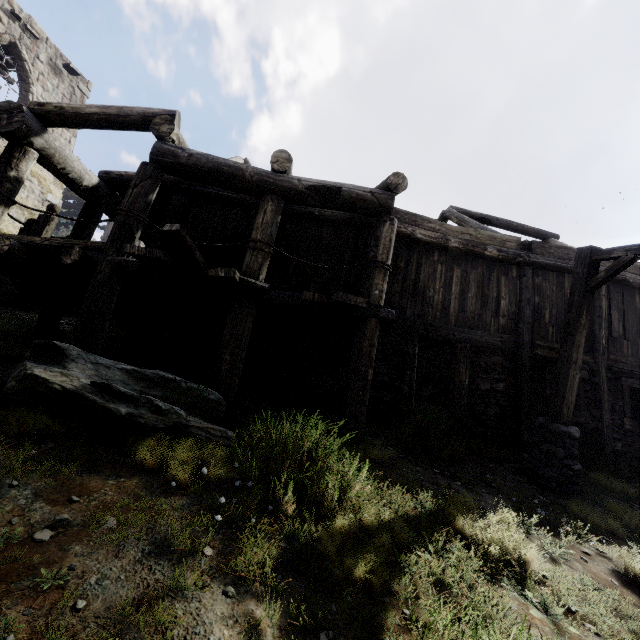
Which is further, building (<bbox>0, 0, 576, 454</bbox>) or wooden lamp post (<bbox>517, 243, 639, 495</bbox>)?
wooden lamp post (<bbox>517, 243, 639, 495</bbox>)

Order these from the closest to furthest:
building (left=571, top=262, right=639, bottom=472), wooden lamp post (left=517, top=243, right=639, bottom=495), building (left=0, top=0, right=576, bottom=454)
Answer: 1. building (left=0, top=0, right=576, bottom=454)
2. wooden lamp post (left=517, top=243, right=639, bottom=495)
3. building (left=571, top=262, right=639, bottom=472)

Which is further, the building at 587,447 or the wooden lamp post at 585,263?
the building at 587,447

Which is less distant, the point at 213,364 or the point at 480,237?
the point at 213,364

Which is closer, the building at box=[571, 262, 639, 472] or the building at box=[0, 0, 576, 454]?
the building at box=[0, 0, 576, 454]

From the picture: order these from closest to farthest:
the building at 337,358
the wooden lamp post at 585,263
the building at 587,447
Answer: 1. the building at 337,358
2. the wooden lamp post at 585,263
3. the building at 587,447
